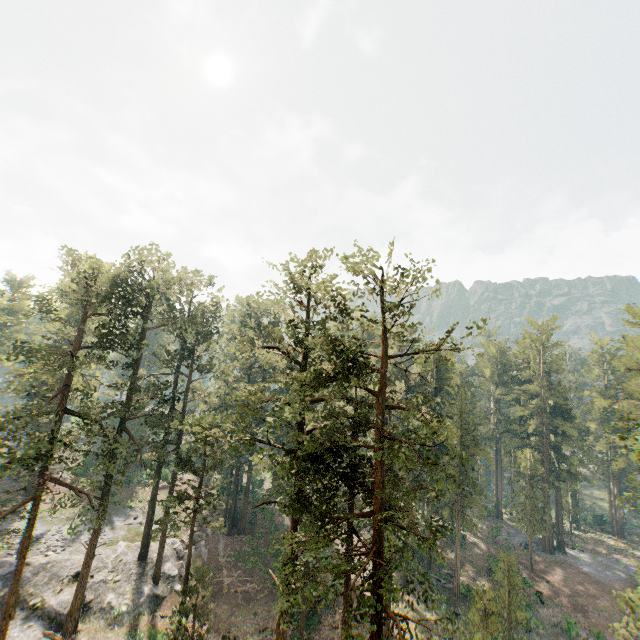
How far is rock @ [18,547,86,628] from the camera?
27.1 meters

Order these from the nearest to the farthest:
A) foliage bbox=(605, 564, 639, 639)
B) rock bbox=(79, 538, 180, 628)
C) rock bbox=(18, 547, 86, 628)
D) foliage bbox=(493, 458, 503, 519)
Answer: foliage bbox=(605, 564, 639, 639), rock bbox=(18, 547, 86, 628), rock bbox=(79, 538, 180, 628), foliage bbox=(493, 458, 503, 519)

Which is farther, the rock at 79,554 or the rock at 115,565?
the rock at 115,565

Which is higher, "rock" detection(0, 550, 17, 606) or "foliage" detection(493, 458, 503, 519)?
"foliage" detection(493, 458, 503, 519)

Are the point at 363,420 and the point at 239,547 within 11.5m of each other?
no

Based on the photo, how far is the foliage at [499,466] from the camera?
58.0m

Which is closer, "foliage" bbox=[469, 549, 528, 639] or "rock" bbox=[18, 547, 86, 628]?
"foliage" bbox=[469, 549, 528, 639]
